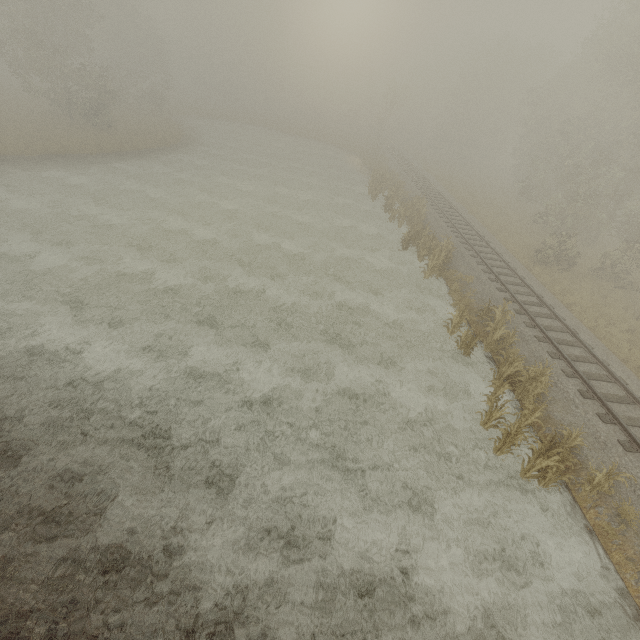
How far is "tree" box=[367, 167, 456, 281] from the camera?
18.0m

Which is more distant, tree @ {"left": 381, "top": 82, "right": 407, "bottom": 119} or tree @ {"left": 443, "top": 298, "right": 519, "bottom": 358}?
tree @ {"left": 381, "top": 82, "right": 407, "bottom": 119}

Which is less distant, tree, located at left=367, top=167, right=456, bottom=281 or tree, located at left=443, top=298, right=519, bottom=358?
tree, located at left=443, top=298, right=519, bottom=358

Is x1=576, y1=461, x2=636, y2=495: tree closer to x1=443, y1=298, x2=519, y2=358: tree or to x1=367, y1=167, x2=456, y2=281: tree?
x1=443, y1=298, x2=519, y2=358: tree

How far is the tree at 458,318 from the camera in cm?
1280

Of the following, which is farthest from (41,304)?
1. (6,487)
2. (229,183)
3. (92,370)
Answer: (229,183)

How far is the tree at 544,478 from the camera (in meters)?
8.52

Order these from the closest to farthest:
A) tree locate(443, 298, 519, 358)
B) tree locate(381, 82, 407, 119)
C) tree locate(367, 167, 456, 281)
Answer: tree locate(443, 298, 519, 358)
tree locate(367, 167, 456, 281)
tree locate(381, 82, 407, 119)
